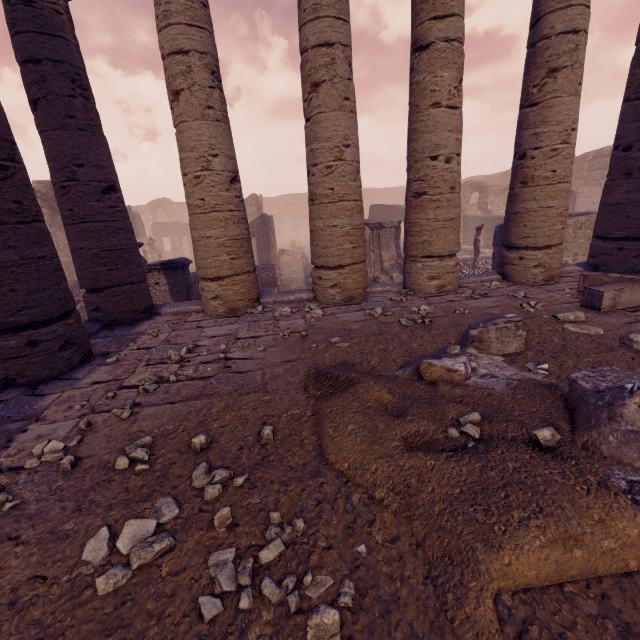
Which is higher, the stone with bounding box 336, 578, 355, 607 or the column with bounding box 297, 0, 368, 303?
the column with bounding box 297, 0, 368, 303

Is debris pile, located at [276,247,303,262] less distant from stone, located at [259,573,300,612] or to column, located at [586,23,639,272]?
column, located at [586,23,639,272]

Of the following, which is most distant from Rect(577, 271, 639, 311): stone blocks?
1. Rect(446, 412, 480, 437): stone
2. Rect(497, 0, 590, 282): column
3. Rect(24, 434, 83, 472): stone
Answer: Rect(24, 434, 83, 472): stone

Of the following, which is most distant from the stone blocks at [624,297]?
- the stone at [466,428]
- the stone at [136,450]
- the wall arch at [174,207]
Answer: the wall arch at [174,207]

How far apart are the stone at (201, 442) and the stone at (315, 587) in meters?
0.8

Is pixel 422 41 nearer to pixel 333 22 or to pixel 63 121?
pixel 333 22

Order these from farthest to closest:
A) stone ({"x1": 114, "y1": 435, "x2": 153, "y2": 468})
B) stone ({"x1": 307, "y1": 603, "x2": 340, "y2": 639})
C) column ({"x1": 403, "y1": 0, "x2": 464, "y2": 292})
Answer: column ({"x1": 403, "y1": 0, "x2": 464, "y2": 292}) < stone ({"x1": 114, "y1": 435, "x2": 153, "y2": 468}) < stone ({"x1": 307, "y1": 603, "x2": 340, "y2": 639})

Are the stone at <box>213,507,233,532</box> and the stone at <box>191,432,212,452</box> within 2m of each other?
yes
